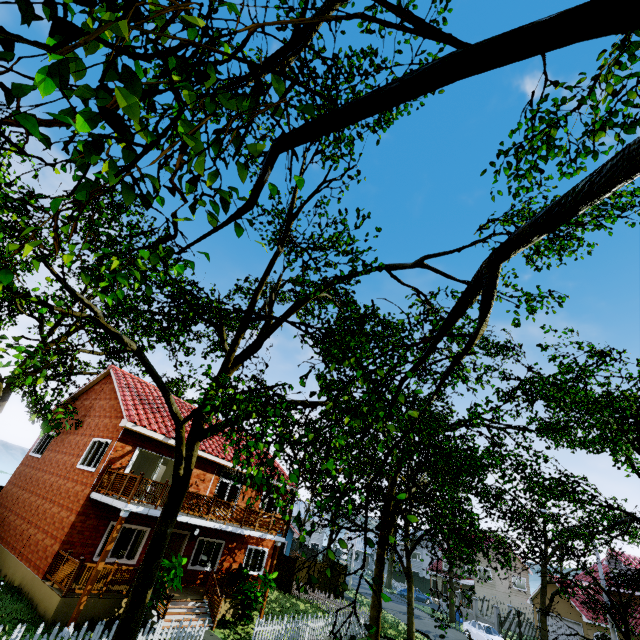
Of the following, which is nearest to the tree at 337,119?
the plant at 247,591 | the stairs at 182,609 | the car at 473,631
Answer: the car at 473,631

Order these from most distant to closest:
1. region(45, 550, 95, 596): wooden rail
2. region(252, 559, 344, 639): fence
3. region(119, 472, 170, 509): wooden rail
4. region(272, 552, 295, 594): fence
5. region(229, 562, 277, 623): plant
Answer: region(272, 552, 295, 594): fence
region(229, 562, 277, 623): plant
region(252, 559, 344, 639): fence
region(119, 472, 170, 509): wooden rail
region(45, 550, 95, 596): wooden rail

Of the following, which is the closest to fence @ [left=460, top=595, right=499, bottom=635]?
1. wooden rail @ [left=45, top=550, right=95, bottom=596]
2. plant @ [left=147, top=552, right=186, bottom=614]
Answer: plant @ [left=147, top=552, right=186, bottom=614]

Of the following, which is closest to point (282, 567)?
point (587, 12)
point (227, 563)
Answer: point (227, 563)

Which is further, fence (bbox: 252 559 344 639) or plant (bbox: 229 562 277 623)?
plant (bbox: 229 562 277 623)

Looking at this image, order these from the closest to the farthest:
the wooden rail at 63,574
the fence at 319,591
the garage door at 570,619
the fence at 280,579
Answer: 1. the wooden rail at 63,574
2. the fence at 319,591
3. the fence at 280,579
4. the garage door at 570,619

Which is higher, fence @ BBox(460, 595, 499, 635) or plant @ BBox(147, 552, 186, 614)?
plant @ BBox(147, 552, 186, 614)

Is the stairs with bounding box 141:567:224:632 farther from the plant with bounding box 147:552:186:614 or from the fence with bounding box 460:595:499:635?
the fence with bounding box 460:595:499:635
